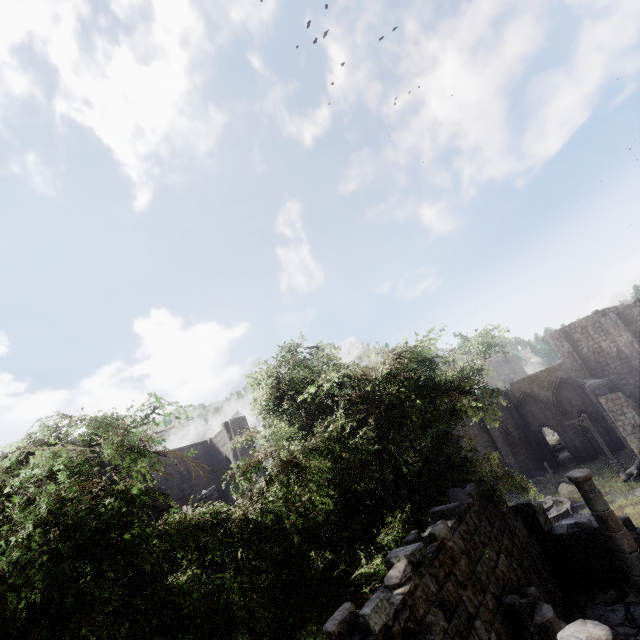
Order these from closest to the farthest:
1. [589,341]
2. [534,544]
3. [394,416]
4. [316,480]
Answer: [316,480] → [394,416] → [534,544] → [589,341]

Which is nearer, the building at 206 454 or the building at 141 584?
the building at 141 584

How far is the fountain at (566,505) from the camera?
20.77m

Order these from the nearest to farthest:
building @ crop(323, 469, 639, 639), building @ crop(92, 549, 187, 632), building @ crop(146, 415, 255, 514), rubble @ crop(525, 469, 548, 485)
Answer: building @ crop(323, 469, 639, 639), building @ crop(92, 549, 187, 632), building @ crop(146, 415, 255, 514), rubble @ crop(525, 469, 548, 485)

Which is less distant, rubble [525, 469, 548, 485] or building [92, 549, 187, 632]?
building [92, 549, 187, 632]

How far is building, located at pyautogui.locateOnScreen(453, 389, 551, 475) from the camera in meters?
34.2 m

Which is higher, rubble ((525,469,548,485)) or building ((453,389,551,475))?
building ((453,389,551,475))

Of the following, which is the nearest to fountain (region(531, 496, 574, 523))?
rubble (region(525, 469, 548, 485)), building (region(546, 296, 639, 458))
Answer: building (region(546, 296, 639, 458))
